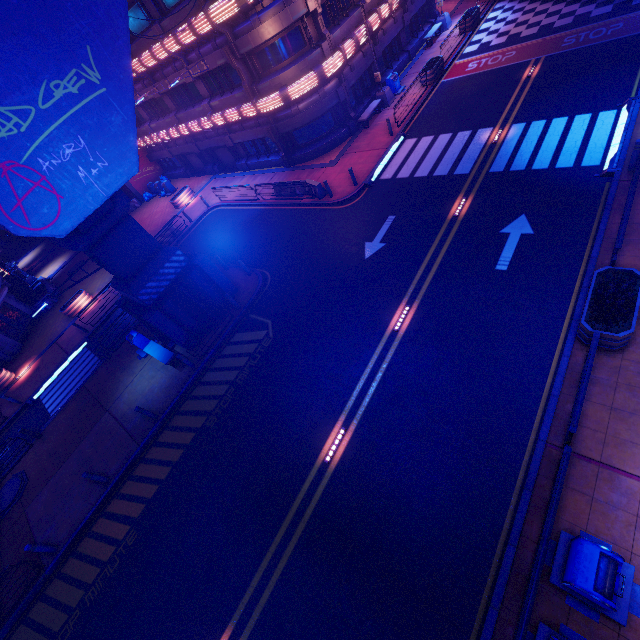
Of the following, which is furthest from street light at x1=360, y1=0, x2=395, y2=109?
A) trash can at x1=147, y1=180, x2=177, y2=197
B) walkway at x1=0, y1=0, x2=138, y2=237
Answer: trash can at x1=147, y1=180, x2=177, y2=197

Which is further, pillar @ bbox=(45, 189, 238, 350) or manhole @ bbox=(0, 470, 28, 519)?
manhole @ bbox=(0, 470, 28, 519)

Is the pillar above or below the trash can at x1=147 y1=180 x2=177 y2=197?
above

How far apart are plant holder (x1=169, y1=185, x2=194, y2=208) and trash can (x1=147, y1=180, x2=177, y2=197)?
5.2m

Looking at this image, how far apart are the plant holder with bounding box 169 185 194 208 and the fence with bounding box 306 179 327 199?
14.5 meters

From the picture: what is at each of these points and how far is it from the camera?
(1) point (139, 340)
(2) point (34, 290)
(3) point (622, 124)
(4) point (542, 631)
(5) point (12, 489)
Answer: (1) trash can, 16.9m
(2) tunnel, 31.3m
(3) floor crosswalk, 12.9m
(4) trash can, 6.1m
(5) manhole, 15.2m

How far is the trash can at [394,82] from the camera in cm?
2306

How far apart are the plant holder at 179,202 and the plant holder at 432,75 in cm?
2042
